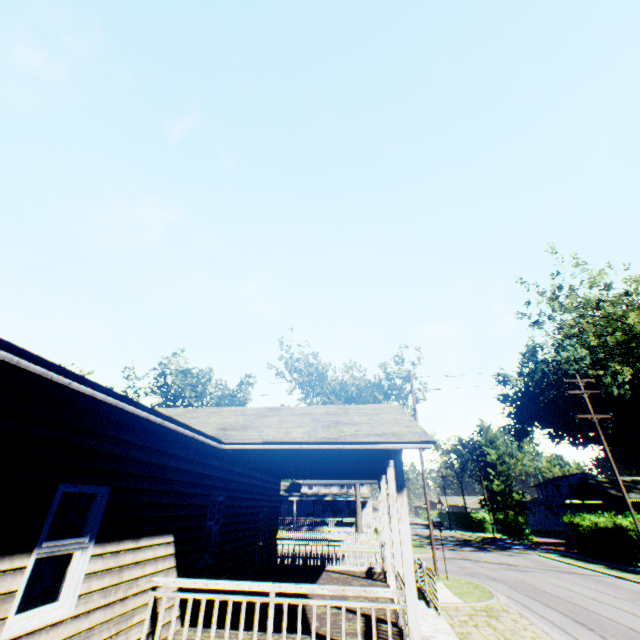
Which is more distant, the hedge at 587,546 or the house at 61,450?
the hedge at 587,546

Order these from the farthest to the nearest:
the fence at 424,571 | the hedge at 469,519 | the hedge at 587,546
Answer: the hedge at 469,519, the hedge at 587,546, the fence at 424,571

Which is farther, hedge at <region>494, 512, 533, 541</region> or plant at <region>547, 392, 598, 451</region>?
plant at <region>547, 392, 598, 451</region>

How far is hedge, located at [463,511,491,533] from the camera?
50.44m

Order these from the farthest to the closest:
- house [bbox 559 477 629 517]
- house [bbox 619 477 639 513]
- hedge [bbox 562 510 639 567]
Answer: house [bbox 559 477 629 517]
house [bbox 619 477 639 513]
hedge [bbox 562 510 639 567]

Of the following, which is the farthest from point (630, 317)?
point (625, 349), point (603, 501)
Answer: point (603, 501)

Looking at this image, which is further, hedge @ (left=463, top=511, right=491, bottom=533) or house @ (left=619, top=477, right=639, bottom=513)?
hedge @ (left=463, top=511, right=491, bottom=533)

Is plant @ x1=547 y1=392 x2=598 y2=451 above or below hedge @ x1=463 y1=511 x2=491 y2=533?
above
